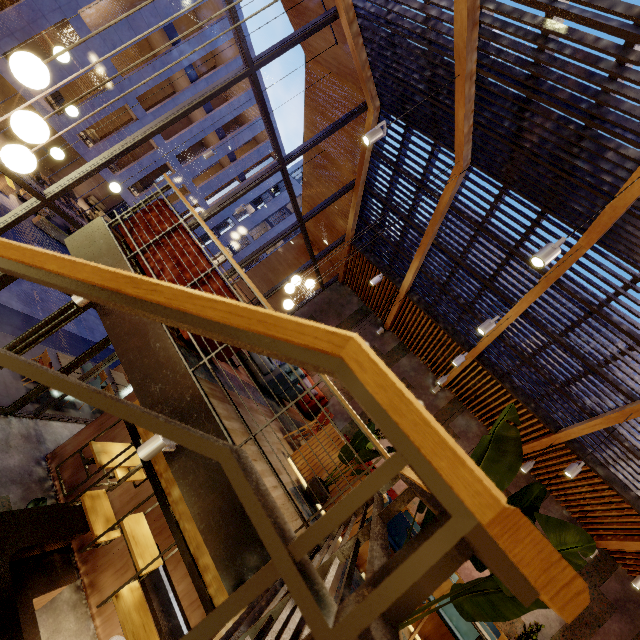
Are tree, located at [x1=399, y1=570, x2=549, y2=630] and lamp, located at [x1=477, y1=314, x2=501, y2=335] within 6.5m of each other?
Answer: yes

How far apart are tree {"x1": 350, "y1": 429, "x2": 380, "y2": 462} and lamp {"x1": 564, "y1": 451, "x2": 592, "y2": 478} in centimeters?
394cm

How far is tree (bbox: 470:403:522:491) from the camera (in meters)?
1.47

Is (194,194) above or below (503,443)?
above

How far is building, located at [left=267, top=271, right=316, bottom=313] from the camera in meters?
12.8 m

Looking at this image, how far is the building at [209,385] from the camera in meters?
3.4 m

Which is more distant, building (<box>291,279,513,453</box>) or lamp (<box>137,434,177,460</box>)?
building (<box>291,279,513,453</box>)

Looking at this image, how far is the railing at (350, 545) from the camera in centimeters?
72cm
